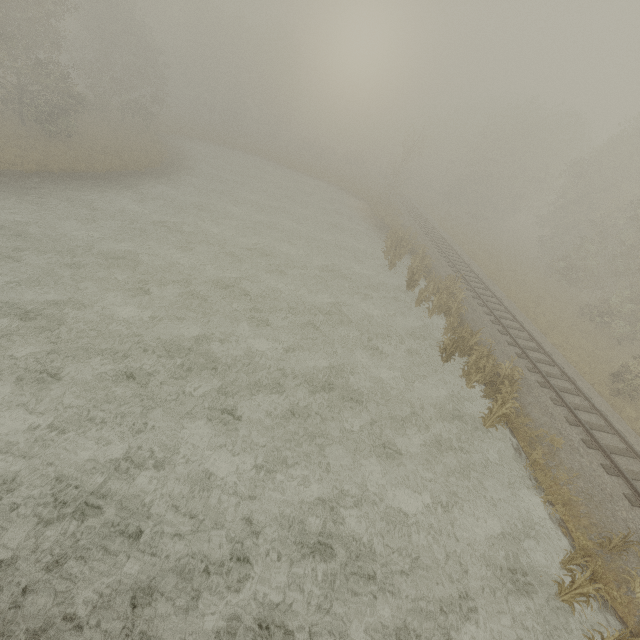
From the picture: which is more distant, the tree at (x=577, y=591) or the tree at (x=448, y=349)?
the tree at (x=448, y=349)

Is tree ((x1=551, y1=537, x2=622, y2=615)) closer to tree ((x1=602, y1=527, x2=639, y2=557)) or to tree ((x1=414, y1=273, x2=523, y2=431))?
tree ((x1=602, y1=527, x2=639, y2=557))

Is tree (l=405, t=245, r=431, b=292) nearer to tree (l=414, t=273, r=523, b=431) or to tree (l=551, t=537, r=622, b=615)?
tree (l=414, t=273, r=523, b=431)

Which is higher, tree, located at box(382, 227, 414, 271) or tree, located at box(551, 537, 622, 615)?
tree, located at box(382, 227, 414, 271)

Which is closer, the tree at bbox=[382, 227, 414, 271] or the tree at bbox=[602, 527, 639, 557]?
the tree at bbox=[602, 527, 639, 557]

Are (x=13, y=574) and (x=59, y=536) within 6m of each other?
yes

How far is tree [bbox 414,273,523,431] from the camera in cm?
1153

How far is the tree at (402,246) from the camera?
22.47m
